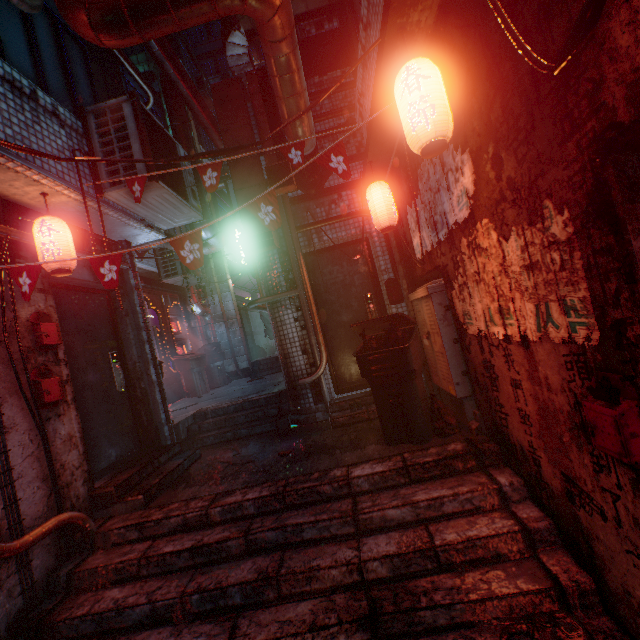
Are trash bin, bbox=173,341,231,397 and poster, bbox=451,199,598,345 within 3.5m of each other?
no

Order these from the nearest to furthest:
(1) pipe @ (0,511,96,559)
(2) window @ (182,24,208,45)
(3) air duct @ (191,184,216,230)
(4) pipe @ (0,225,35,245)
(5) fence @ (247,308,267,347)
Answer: (1) pipe @ (0,511,96,559), (4) pipe @ (0,225,35,245), (3) air duct @ (191,184,216,230), (5) fence @ (247,308,267,347), (2) window @ (182,24,208,45)

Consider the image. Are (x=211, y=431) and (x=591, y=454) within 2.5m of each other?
no

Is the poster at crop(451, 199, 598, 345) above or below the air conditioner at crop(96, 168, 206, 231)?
below

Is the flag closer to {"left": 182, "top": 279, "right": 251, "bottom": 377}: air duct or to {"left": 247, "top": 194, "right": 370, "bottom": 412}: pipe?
{"left": 182, "top": 279, "right": 251, "bottom": 377}: air duct

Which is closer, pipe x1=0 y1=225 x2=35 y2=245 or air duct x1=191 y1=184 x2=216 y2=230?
pipe x1=0 y1=225 x2=35 y2=245

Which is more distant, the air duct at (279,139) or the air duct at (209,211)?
the air duct at (209,211)

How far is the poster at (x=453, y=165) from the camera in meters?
2.0 m
